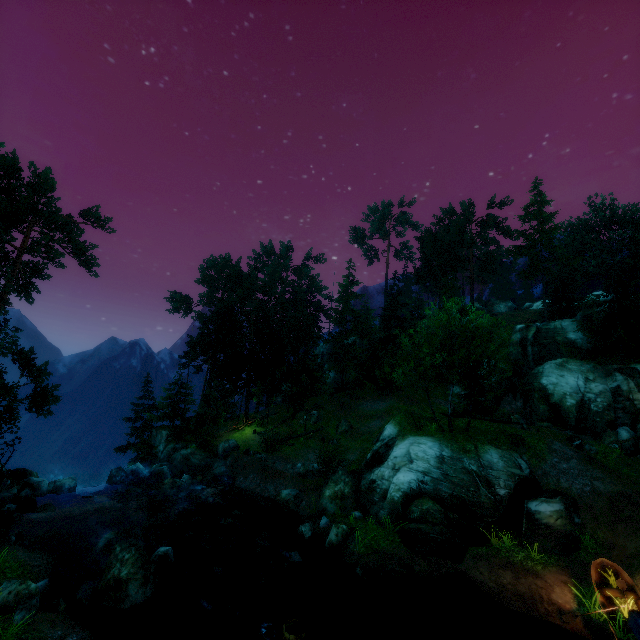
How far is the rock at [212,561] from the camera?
16.9 meters

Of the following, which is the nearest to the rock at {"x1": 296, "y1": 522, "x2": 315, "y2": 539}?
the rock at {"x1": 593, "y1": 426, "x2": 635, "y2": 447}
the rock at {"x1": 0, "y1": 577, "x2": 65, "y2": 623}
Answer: the rock at {"x1": 0, "y1": 577, "x2": 65, "y2": 623}

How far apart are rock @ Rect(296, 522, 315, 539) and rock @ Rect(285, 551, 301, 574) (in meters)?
2.20

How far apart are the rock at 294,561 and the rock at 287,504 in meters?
5.7

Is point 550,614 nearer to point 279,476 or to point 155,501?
point 279,476

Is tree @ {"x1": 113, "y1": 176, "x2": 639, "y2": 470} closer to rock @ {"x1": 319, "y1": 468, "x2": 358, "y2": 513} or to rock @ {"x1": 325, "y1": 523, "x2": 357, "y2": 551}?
rock @ {"x1": 319, "y1": 468, "x2": 358, "y2": 513}

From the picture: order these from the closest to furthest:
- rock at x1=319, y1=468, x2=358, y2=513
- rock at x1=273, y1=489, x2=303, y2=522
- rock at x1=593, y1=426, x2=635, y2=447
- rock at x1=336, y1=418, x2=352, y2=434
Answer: rock at x1=319, y1=468, x2=358, y2=513 < rock at x1=273, y1=489, x2=303, y2=522 < rock at x1=593, y1=426, x2=635, y2=447 < rock at x1=336, y1=418, x2=352, y2=434

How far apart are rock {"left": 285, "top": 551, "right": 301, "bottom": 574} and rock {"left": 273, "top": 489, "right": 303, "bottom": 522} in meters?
5.7 m
